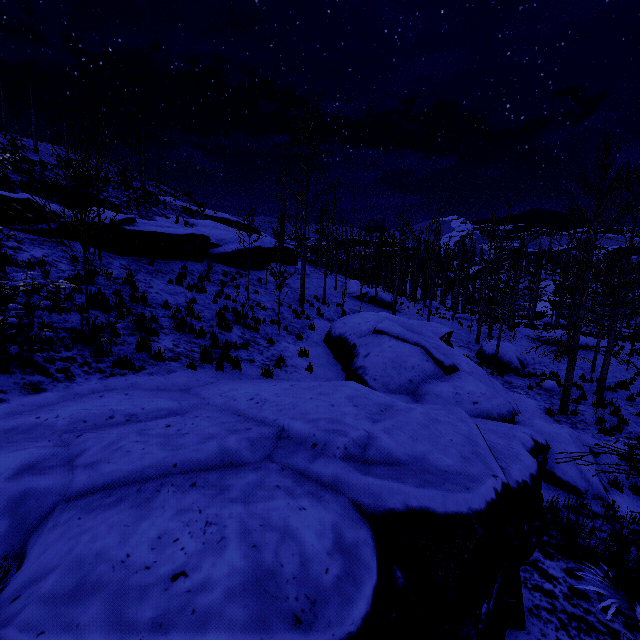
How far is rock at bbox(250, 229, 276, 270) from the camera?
21.5 meters

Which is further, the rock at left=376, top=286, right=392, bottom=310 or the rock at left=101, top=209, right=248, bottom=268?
the rock at left=376, top=286, right=392, bottom=310

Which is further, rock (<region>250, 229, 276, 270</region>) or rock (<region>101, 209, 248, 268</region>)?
rock (<region>250, 229, 276, 270</region>)

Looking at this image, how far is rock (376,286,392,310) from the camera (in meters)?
28.52

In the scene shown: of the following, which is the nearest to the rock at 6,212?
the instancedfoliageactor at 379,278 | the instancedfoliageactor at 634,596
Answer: the instancedfoliageactor at 379,278

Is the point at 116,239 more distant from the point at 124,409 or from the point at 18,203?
the point at 124,409

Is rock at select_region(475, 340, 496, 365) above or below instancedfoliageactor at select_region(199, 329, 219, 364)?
below

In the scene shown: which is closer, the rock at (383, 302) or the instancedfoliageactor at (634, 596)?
the instancedfoliageactor at (634, 596)
